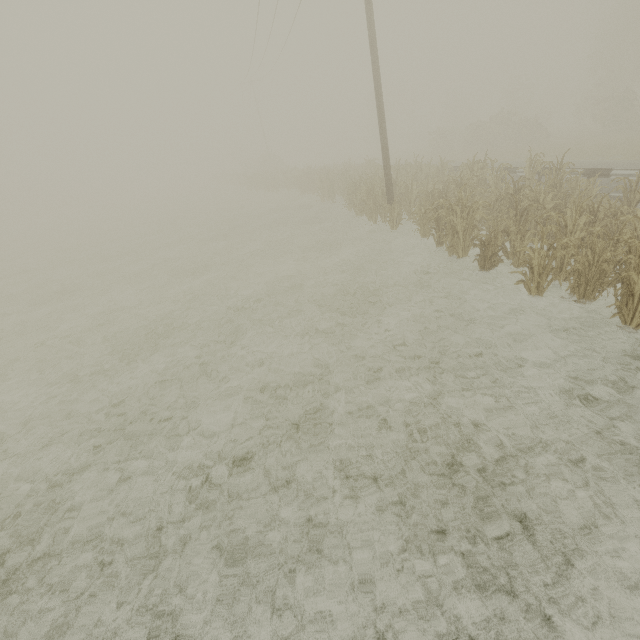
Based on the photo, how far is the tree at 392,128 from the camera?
53.9 meters

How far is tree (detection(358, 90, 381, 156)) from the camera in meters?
53.8 m

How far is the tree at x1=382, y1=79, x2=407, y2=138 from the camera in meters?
53.9 m

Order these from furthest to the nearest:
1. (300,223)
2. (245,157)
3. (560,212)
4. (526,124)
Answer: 1. (245,157)
2. (526,124)
3. (300,223)
4. (560,212)

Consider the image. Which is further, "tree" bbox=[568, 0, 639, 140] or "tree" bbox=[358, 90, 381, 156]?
"tree" bbox=[358, 90, 381, 156]

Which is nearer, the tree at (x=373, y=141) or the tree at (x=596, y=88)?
the tree at (x=596, y=88)

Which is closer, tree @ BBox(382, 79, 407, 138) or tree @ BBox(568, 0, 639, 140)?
tree @ BBox(568, 0, 639, 140)
